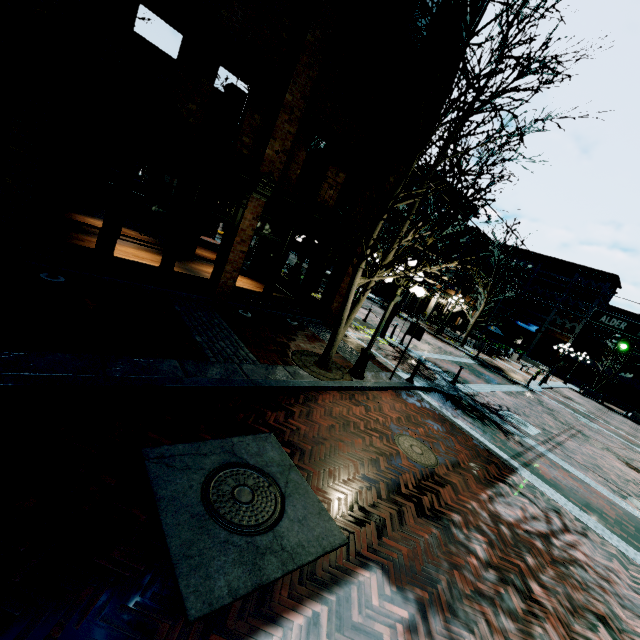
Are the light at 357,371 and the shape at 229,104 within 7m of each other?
no

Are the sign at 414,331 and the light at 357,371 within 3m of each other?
yes

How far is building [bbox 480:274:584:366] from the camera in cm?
3716

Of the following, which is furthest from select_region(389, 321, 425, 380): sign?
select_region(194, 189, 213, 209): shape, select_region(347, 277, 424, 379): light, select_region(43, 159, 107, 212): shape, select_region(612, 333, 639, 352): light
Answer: select_region(43, 159, 107, 212): shape

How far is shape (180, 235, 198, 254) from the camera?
13.4 meters

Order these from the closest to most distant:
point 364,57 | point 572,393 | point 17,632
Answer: point 17,632
point 364,57
point 572,393

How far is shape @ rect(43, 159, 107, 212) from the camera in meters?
10.3 m

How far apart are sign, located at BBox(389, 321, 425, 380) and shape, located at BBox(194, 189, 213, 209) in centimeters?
950cm
